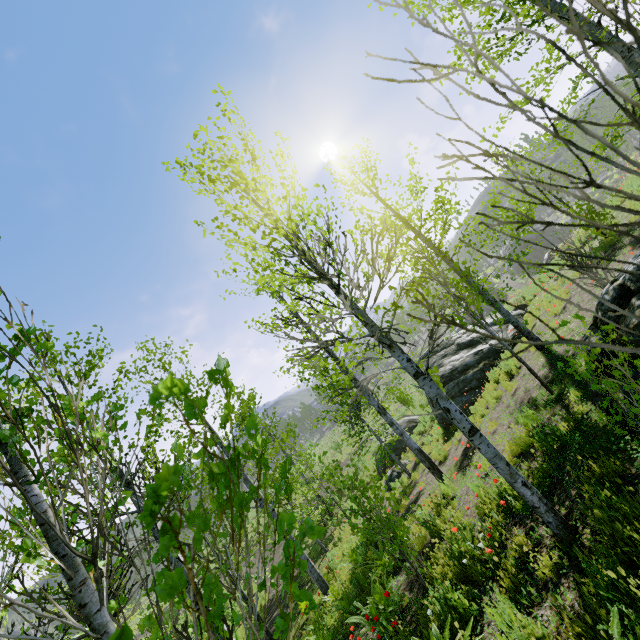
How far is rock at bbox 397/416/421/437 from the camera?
19.4m

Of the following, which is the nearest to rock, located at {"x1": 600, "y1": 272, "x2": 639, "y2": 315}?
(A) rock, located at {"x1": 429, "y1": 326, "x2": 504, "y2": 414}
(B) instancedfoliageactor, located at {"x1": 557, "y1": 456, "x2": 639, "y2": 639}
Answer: (B) instancedfoliageactor, located at {"x1": 557, "y1": 456, "x2": 639, "y2": 639}

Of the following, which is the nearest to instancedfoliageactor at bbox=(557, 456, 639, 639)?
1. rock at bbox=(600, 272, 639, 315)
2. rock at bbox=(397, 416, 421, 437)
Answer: rock at bbox=(600, 272, 639, 315)

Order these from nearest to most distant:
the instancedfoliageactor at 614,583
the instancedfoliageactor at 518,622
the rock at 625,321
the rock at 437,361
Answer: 1. the instancedfoliageactor at 614,583
2. the instancedfoliageactor at 518,622
3. the rock at 625,321
4. the rock at 437,361

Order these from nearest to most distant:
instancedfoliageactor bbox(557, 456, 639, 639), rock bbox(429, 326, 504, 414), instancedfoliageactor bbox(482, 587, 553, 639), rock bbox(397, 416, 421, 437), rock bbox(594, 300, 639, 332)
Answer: instancedfoliageactor bbox(557, 456, 639, 639) → instancedfoliageactor bbox(482, 587, 553, 639) → rock bbox(594, 300, 639, 332) → rock bbox(429, 326, 504, 414) → rock bbox(397, 416, 421, 437)

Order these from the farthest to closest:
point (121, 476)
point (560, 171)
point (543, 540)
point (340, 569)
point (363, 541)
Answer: point (340, 569) < point (363, 541) < point (121, 476) < point (543, 540) < point (560, 171)

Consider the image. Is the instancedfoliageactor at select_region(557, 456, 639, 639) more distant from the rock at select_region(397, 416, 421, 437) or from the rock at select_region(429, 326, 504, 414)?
the rock at select_region(397, 416, 421, 437)

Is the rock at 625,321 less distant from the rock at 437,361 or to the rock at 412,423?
the rock at 437,361
